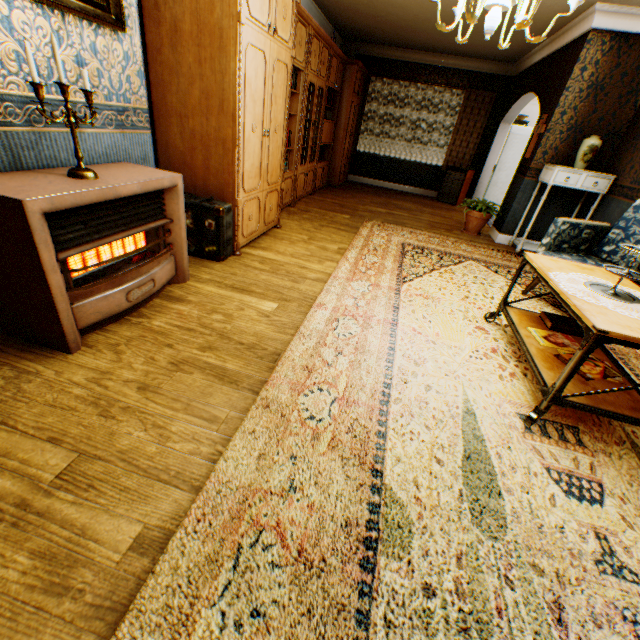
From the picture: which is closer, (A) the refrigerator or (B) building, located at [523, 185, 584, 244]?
(B) building, located at [523, 185, 584, 244]

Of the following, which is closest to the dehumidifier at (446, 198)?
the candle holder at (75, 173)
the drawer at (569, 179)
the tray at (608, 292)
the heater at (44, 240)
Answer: the drawer at (569, 179)

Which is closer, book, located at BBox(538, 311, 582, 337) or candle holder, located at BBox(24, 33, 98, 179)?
candle holder, located at BBox(24, 33, 98, 179)

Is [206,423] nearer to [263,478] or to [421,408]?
[263,478]

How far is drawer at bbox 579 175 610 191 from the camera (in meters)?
4.66

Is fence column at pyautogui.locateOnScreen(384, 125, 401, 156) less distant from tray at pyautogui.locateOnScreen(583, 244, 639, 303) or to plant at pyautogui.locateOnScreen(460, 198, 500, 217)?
plant at pyautogui.locateOnScreen(460, 198, 500, 217)

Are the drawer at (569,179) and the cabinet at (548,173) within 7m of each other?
yes

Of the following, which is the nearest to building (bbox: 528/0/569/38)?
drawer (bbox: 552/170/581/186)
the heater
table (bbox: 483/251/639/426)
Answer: the heater
